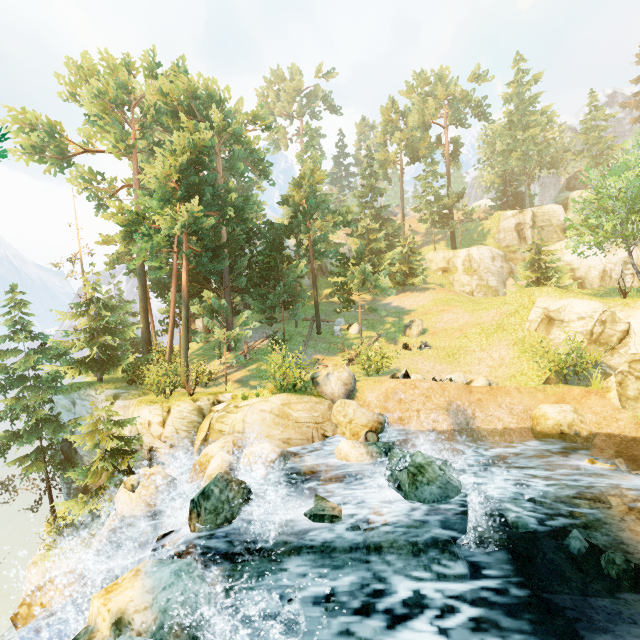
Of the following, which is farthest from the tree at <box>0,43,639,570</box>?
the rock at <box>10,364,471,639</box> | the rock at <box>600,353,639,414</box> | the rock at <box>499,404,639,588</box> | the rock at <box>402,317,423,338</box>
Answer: the rock at <box>499,404,639,588</box>

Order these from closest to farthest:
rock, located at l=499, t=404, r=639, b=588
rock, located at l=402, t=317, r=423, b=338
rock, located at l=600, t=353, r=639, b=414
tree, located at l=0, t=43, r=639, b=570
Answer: rock, located at l=499, t=404, r=639, b=588, rock, located at l=600, t=353, r=639, b=414, tree, located at l=0, t=43, r=639, b=570, rock, located at l=402, t=317, r=423, b=338

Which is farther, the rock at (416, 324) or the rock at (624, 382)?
the rock at (416, 324)

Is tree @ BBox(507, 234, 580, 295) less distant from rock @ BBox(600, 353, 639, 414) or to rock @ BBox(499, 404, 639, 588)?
rock @ BBox(600, 353, 639, 414)

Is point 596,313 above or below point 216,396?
above

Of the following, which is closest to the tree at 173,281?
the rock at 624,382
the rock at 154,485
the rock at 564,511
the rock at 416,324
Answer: the rock at 416,324

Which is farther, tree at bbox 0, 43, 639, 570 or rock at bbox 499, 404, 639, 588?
tree at bbox 0, 43, 639, 570

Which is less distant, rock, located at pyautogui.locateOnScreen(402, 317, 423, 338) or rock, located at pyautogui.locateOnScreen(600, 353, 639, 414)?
rock, located at pyautogui.locateOnScreen(600, 353, 639, 414)
